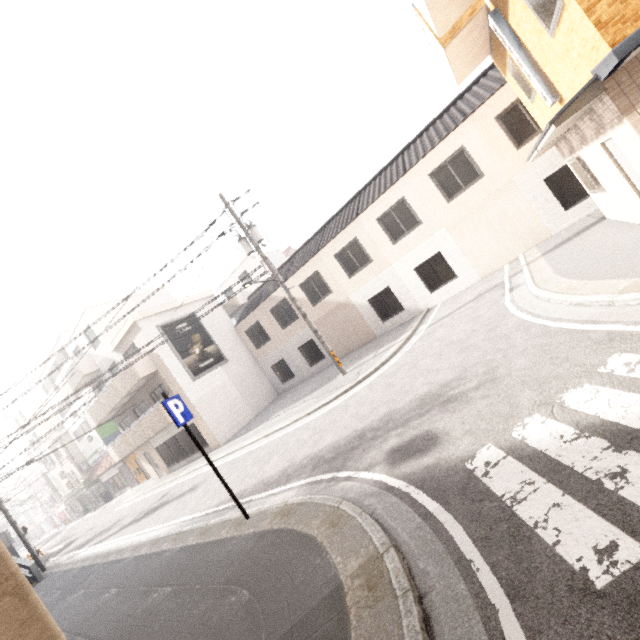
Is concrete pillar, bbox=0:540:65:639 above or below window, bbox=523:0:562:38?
below

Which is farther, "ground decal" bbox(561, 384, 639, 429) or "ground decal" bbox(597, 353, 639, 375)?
"ground decal" bbox(597, 353, 639, 375)

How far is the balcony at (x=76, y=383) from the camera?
21.6m

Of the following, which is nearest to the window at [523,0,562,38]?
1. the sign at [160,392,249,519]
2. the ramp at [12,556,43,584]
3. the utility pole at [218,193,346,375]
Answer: the sign at [160,392,249,519]

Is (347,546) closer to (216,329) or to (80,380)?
(216,329)

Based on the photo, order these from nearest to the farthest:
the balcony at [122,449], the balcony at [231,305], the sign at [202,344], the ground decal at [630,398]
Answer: the ground decal at [630,398], the balcony at [122,449], the sign at [202,344], the balcony at [231,305]

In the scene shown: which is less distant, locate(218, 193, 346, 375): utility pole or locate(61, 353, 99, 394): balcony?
locate(218, 193, 346, 375): utility pole

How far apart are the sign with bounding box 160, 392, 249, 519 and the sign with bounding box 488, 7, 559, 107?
10.0m
